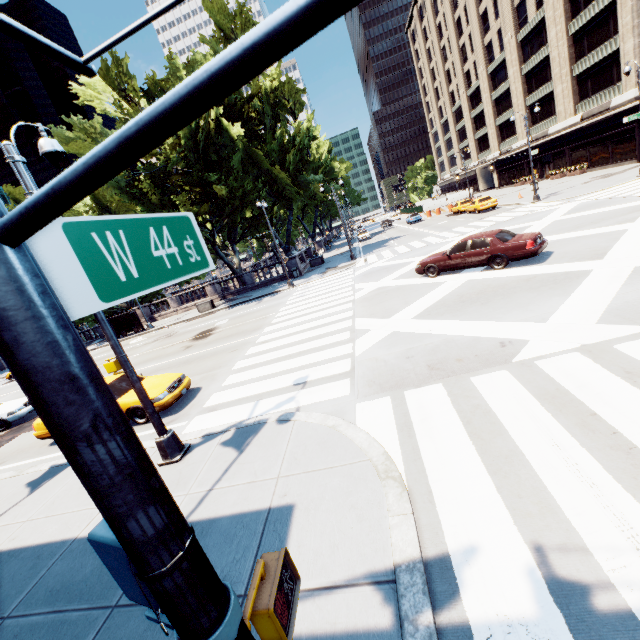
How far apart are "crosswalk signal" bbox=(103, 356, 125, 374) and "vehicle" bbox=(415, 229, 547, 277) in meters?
12.8 m

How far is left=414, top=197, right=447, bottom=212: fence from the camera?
51.9 meters

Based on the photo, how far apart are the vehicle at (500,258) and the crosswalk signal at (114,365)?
12.8 meters

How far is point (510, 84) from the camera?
45.9 meters

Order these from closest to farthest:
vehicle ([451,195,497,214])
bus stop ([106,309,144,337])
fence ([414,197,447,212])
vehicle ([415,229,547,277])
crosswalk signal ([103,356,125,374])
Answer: crosswalk signal ([103,356,125,374]) < vehicle ([415,229,547,277]) < bus stop ([106,309,144,337]) < vehicle ([451,195,497,214]) < fence ([414,197,447,212])

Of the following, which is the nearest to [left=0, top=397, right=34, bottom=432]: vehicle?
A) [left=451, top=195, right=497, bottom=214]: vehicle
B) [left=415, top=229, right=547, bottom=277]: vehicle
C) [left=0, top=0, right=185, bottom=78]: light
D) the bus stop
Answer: the bus stop

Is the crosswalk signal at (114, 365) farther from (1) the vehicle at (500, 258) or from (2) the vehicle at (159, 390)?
(1) the vehicle at (500, 258)

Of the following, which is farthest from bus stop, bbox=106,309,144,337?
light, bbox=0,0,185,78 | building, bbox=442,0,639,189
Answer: building, bbox=442,0,639,189
